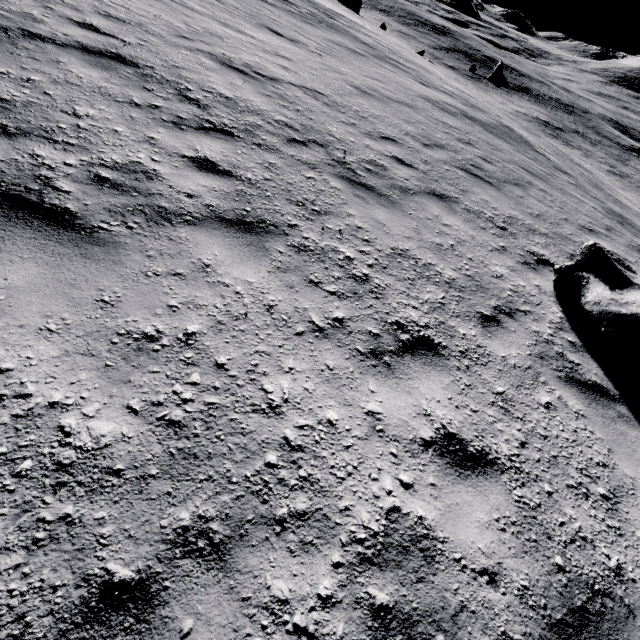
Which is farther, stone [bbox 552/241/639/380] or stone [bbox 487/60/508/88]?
stone [bbox 487/60/508/88]

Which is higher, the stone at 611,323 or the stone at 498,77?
the stone at 611,323

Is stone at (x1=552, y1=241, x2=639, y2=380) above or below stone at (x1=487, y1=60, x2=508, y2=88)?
above

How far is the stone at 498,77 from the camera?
37.74m

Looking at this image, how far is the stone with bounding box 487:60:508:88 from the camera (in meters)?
37.74

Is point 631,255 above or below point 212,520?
below
